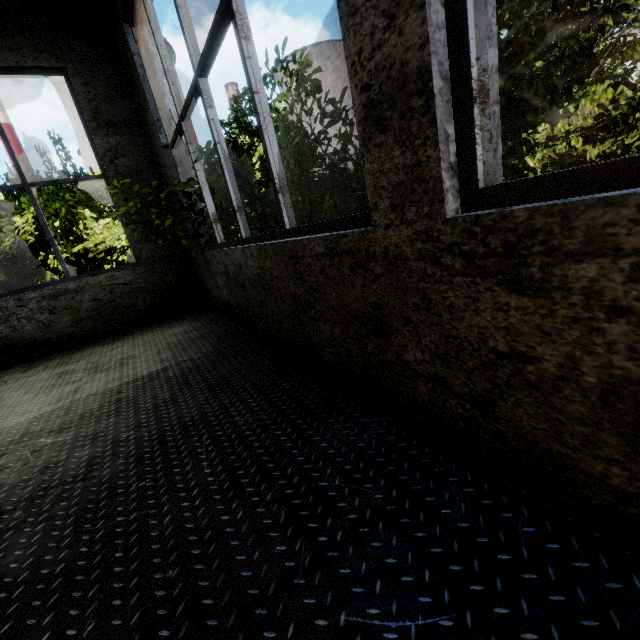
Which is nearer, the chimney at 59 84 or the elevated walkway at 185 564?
the elevated walkway at 185 564

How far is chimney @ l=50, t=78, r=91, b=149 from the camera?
57.5 meters

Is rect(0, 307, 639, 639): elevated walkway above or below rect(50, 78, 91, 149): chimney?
below

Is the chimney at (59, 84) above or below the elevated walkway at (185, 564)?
above

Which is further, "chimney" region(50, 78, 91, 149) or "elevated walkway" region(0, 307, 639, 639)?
"chimney" region(50, 78, 91, 149)

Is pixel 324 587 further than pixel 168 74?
No
